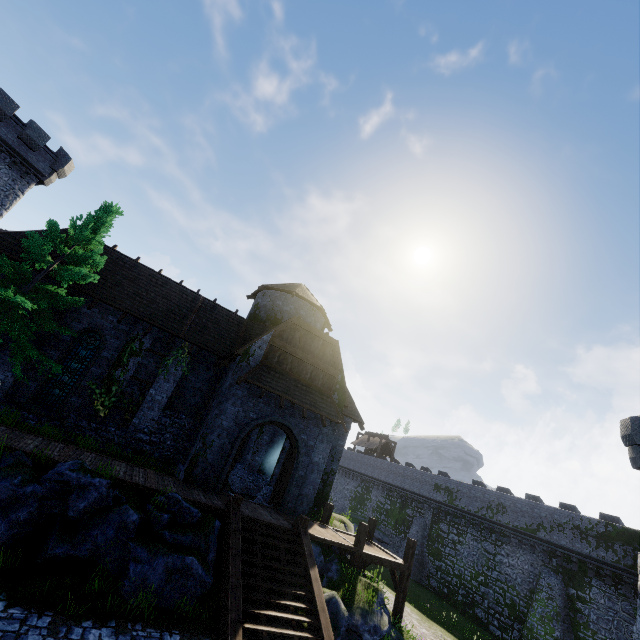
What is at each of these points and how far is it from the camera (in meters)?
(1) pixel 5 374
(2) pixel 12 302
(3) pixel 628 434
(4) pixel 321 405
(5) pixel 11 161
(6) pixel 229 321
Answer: (1) building, 13.53
(2) tree, 10.55
(3) building, 21.70
(4) awning, 16.62
(5) building, 25.52
(6) building, 19.77

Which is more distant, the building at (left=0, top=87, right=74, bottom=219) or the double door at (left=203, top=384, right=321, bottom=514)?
the building at (left=0, top=87, right=74, bottom=219)

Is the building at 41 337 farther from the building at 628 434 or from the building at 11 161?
the building at 628 434

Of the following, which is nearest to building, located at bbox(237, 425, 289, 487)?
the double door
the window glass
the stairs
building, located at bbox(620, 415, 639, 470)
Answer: the double door

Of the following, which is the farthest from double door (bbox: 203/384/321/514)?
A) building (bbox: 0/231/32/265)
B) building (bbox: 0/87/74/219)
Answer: building (bbox: 0/87/74/219)

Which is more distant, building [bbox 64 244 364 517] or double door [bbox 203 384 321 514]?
building [bbox 64 244 364 517]

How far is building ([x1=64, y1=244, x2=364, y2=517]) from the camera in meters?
15.1 m

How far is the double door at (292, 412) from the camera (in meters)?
14.29
